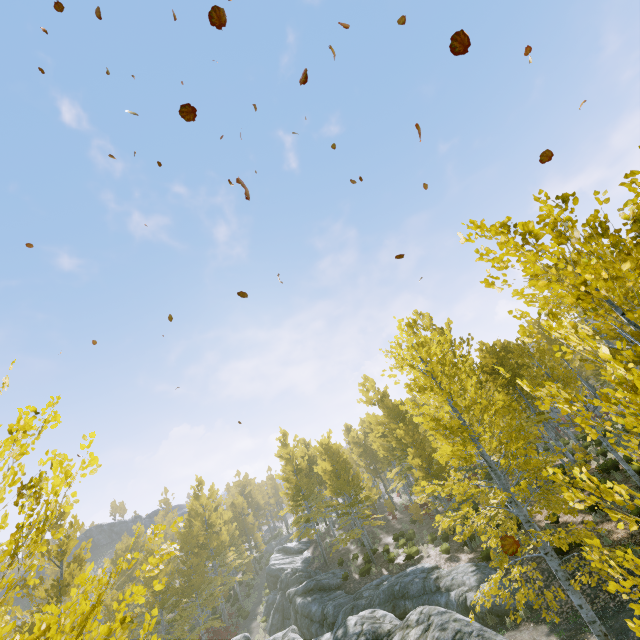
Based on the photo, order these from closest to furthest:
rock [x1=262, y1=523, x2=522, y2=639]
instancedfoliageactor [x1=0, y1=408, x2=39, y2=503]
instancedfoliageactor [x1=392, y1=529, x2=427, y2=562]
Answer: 1. instancedfoliageactor [x1=0, y1=408, x2=39, y2=503]
2. rock [x1=262, y1=523, x2=522, y2=639]
3. instancedfoliageactor [x1=392, y1=529, x2=427, y2=562]

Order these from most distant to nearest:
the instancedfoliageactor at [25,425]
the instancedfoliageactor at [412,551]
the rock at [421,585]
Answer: the instancedfoliageactor at [412,551] → the rock at [421,585] → the instancedfoliageactor at [25,425]

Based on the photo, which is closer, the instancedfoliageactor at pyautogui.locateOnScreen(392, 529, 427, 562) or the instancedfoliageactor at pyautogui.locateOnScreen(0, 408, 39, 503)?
the instancedfoliageactor at pyautogui.locateOnScreen(0, 408, 39, 503)

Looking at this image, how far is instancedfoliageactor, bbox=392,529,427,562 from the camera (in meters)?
19.53

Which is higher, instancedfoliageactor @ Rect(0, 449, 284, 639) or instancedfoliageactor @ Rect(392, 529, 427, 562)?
instancedfoliageactor @ Rect(0, 449, 284, 639)

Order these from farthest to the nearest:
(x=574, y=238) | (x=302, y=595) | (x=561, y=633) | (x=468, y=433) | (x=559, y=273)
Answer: (x=302, y=595) < (x=559, y=273) < (x=561, y=633) < (x=468, y=433) < (x=574, y=238)

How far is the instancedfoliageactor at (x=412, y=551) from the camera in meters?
19.5 m

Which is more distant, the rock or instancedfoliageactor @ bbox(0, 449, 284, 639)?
the rock
